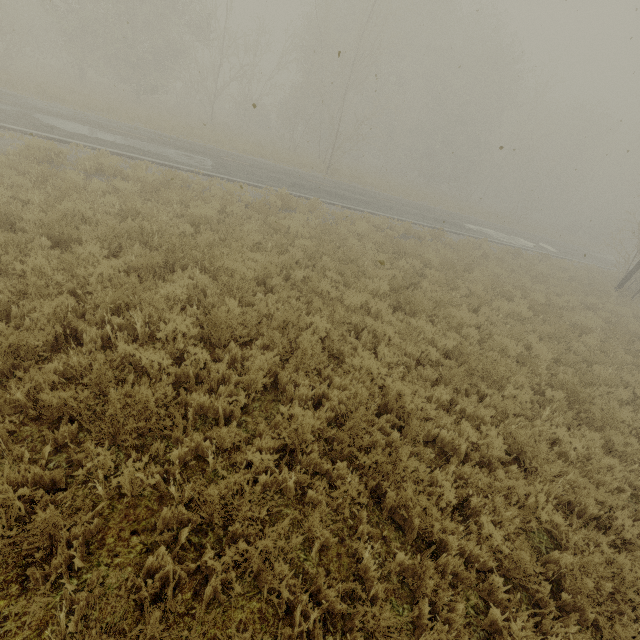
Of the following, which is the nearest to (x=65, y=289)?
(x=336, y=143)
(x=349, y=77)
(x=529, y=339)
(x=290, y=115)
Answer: (x=529, y=339)
